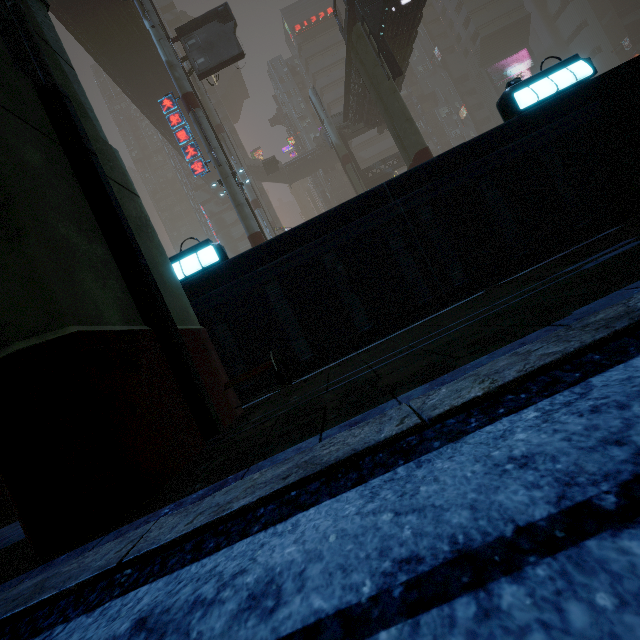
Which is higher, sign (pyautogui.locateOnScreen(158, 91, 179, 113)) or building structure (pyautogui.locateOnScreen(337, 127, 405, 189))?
sign (pyautogui.locateOnScreen(158, 91, 179, 113))

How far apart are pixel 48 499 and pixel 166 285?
2.2m

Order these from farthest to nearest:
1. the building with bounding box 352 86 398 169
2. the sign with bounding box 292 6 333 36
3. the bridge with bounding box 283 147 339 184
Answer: the sign with bounding box 292 6 333 36
the bridge with bounding box 283 147 339 184
the building with bounding box 352 86 398 169

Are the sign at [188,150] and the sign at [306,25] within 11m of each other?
no

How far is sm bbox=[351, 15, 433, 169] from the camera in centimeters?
1767cm

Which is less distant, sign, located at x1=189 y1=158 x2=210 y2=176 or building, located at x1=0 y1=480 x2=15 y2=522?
building, located at x1=0 y1=480 x2=15 y2=522

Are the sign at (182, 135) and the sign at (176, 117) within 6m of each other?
yes

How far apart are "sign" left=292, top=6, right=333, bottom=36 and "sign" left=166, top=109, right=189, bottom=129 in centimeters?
5283cm
